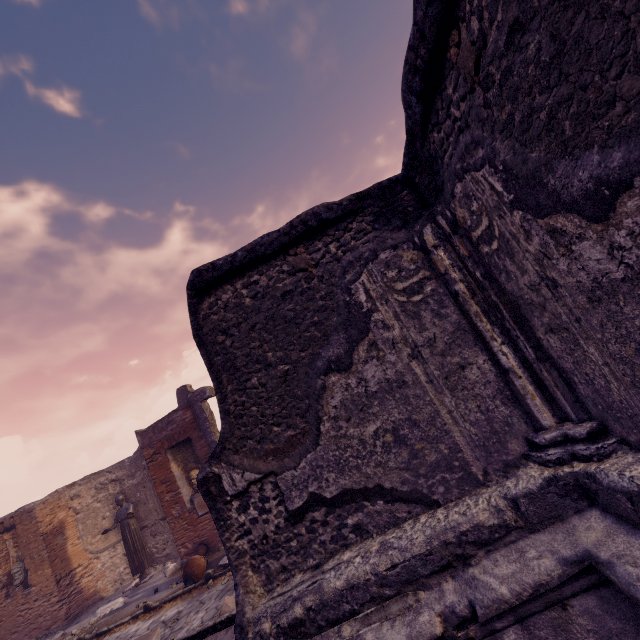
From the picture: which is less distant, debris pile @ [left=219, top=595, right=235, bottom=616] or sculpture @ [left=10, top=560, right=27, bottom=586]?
debris pile @ [left=219, top=595, right=235, bottom=616]

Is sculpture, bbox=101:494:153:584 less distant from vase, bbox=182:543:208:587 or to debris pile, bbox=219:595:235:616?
vase, bbox=182:543:208:587

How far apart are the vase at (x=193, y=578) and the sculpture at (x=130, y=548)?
2.76m

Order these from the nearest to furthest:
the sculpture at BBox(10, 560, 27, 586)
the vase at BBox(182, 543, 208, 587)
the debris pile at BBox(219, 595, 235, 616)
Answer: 1. the debris pile at BBox(219, 595, 235, 616)
2. the vase at BBox(182, 543, 208, 587)
3. the sculpture at BBox(10, 560, 27, 586)

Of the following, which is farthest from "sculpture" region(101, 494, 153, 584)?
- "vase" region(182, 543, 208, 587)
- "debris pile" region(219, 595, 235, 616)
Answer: "debris pile" region(219, 595, 235, 616)

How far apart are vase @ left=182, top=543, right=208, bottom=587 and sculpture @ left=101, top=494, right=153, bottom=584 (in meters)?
2.76

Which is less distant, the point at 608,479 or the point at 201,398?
the point at 608,479

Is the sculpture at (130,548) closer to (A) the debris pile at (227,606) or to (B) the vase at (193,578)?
(B) the vase at (193,578)
